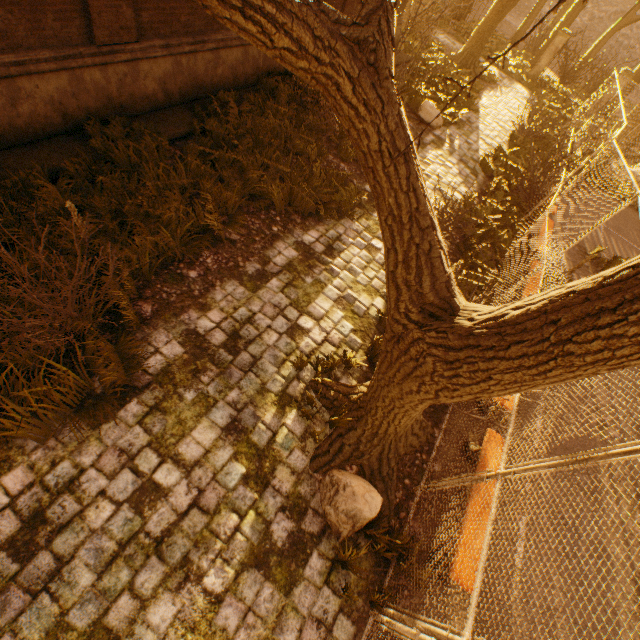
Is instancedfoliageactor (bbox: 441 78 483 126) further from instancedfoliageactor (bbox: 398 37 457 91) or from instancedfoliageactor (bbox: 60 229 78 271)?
instancedfoliageactor (bbox: 60 229 78 271)

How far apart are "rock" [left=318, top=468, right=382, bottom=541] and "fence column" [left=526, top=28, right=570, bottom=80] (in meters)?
25.67

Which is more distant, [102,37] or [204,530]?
[102,37]

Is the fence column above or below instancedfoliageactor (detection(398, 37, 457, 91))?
above

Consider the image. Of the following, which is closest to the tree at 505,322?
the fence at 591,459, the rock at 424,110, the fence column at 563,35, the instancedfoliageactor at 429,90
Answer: the fence at 591,459

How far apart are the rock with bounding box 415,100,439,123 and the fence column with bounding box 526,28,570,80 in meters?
13.9 m

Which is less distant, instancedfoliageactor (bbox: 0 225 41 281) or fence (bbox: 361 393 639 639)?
fence (bbox: 361 393 639 639)

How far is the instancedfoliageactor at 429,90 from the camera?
11.2m
